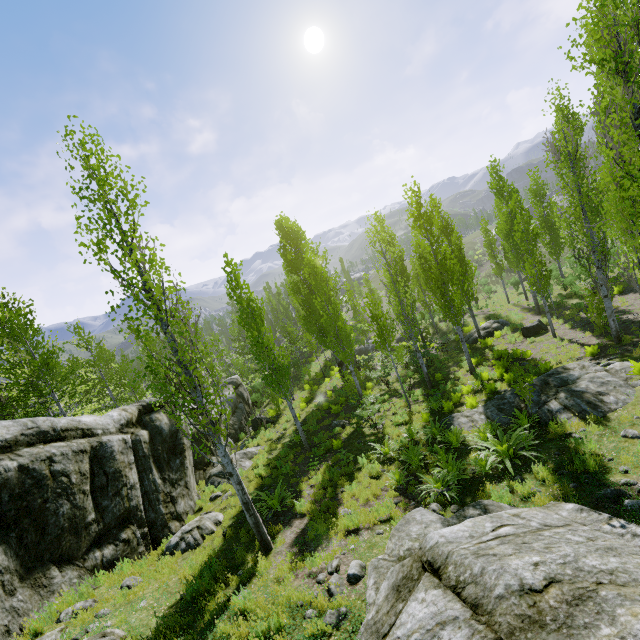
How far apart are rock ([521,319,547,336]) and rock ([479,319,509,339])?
2.8m

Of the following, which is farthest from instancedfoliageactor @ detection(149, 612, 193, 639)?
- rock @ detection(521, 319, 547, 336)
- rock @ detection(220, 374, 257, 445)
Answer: rock @ detection(521, 319, 547, 336)

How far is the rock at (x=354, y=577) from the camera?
6.4m

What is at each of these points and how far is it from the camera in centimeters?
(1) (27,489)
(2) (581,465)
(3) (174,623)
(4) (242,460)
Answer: (1) rock, 820cm
(2) instancedfoliageactor, 740cm
(3) instancedfoliageactor, 601cm
(4) rock, 1523cm

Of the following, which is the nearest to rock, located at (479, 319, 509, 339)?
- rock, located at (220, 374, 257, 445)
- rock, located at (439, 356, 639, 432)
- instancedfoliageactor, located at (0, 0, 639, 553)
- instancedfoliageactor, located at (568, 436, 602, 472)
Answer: instancedfoliageactor, located at (0, 0, 639, 553)

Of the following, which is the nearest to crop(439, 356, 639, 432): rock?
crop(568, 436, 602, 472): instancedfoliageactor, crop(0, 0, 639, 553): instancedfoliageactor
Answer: crop(0, 0, 639, 553): instancedfoliageactor
